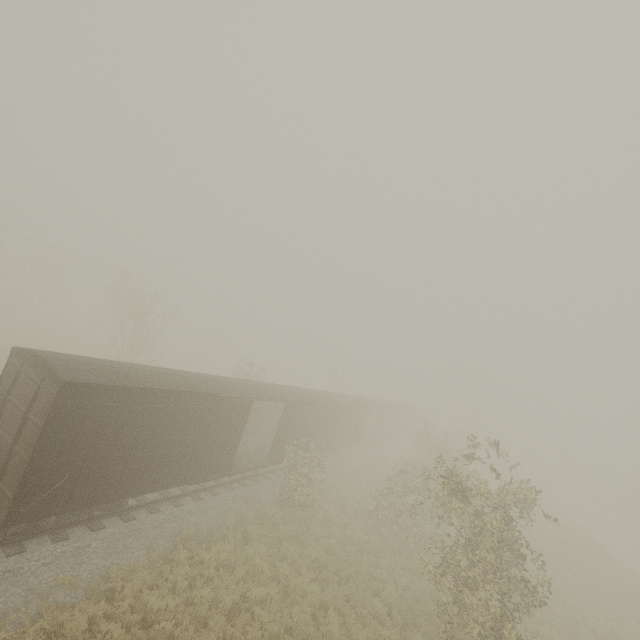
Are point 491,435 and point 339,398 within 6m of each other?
no
